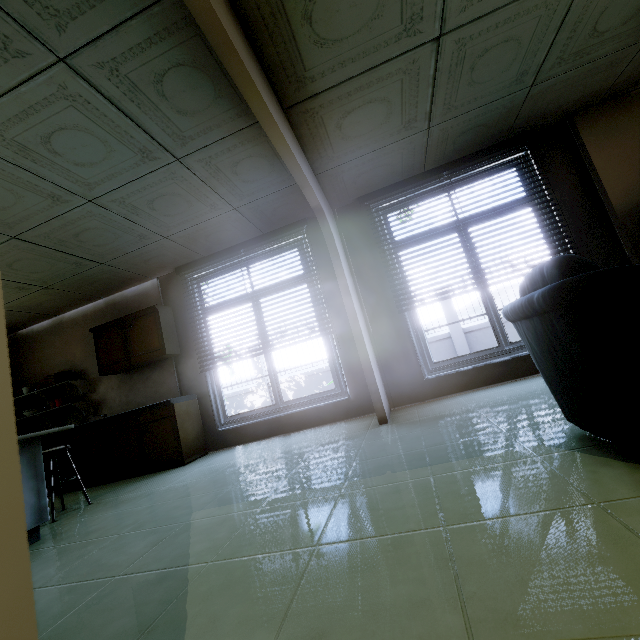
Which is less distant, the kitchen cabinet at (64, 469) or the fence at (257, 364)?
the kitchen cabinet at (64, 469)

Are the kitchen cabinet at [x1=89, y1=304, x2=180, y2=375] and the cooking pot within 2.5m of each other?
yes

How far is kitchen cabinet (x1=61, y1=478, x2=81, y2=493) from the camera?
4.41m

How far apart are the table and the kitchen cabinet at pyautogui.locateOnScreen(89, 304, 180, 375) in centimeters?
180cm

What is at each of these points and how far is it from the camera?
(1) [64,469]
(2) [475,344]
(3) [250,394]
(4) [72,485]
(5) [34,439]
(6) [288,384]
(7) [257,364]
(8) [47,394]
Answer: (1) kitchen cabinet, 4.5m
(2) fence, 9.6m
(3) fence, 11.3m
(4) kitchen cabinet, 4.4m
(5) table, 2.6m
(6) fence, 11.0m
(7) fence, 11.2m
(8) shelf, 5.3m

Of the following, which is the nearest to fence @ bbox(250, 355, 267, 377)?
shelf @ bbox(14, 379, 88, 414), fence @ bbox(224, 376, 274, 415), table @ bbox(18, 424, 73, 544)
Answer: fence @ bbox(224, 376, 274, 415)

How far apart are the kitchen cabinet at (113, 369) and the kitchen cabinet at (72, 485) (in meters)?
0.65

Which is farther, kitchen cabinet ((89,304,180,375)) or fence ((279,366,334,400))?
fence ((279,366,334,400))
